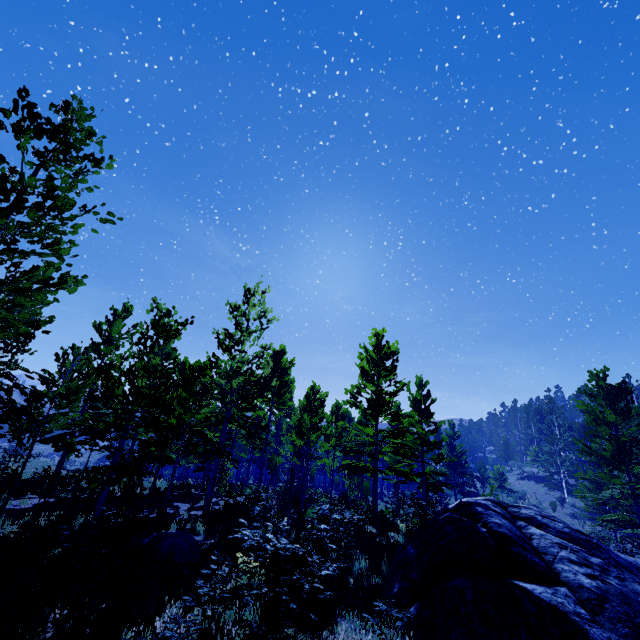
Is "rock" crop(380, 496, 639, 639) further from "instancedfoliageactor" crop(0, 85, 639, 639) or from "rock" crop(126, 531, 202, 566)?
"rock" crop(126, 531, 202, 566)

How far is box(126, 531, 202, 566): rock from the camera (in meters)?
8.52

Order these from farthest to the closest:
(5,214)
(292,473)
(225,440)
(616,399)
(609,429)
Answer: (225,440) < (292,473) < (616,399) < (609,429) < (5,214)

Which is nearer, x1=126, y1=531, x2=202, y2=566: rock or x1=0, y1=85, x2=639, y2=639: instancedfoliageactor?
x1=0, y1=85, x2=639, y2=639: instancedfoliageactor

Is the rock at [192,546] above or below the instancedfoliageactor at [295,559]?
below

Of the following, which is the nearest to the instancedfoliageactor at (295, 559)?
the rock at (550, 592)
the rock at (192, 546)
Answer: the rock at (550, 592)

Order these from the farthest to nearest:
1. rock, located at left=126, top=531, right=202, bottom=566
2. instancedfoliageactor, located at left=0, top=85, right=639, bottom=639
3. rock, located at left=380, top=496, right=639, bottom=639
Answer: rock, located at left=126, top=531, right=202, bottom=566, instancedfoliageactor, located at left=0, top=85, right=639, bottom=639, rock, located at left=380, top=496, right=639, bottom=639
